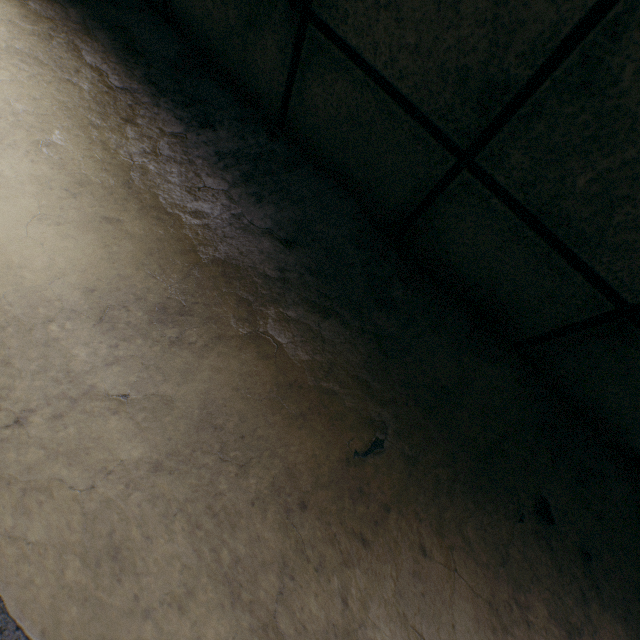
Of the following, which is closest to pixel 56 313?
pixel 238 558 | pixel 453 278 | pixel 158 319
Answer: pixel 158 319
